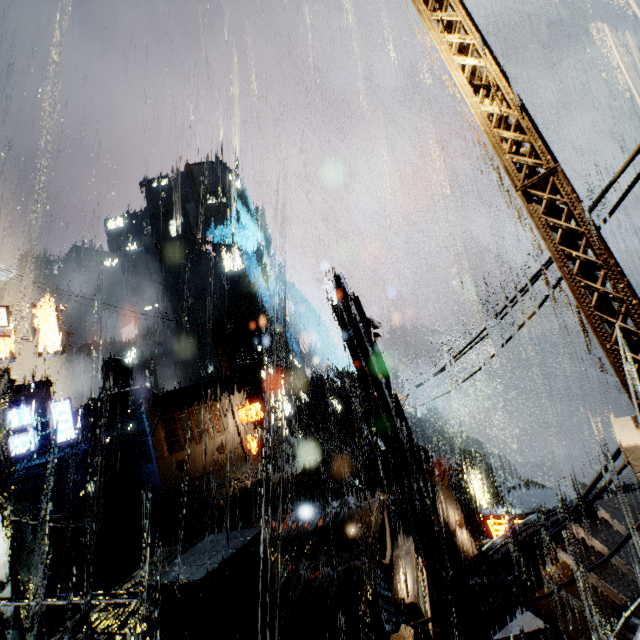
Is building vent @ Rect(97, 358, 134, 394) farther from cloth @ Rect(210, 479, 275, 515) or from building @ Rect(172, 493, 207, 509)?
cloth @ Rect(210, 479, 275, 515)

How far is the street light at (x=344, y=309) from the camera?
6.2 meters

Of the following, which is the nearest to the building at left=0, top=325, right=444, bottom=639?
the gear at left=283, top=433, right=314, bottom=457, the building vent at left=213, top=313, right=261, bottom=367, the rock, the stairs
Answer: the stairs

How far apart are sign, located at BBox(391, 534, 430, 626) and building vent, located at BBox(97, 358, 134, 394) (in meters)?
39.56

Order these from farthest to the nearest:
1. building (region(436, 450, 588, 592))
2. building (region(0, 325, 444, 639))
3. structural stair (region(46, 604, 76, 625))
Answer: structural stair (region(46, 604, 76, 625)) < building (region(436, 450, 588, 592)) < building (region(0, 325, 444, 639))

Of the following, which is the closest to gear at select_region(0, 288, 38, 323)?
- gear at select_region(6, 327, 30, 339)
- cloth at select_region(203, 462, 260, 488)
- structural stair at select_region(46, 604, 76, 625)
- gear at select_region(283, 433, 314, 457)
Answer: gear at select_region(6, 327, 30, 339)

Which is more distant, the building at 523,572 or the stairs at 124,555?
the stairs at 124,555

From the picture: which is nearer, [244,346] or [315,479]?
[315,479]
